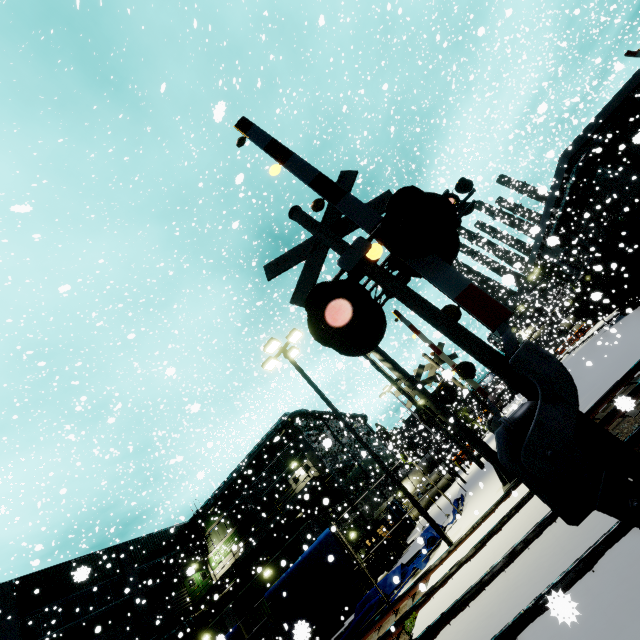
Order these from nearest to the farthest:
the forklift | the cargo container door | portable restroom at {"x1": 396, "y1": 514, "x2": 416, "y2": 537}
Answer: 1. the forklift
2. the cargo container door
3. portable restroom at {"x1": 396, "y1": 514, "x2": 416, "y2": 537}

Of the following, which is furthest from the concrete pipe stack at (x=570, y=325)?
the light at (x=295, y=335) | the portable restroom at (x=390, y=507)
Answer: the light at (x=295, y=335)

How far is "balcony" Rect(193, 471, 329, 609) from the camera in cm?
2681

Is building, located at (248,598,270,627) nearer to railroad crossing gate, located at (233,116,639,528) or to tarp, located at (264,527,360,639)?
tarp, located at (264,527,360,639)

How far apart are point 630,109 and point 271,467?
42.1 meters

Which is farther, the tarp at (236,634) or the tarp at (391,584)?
the tarp at (236,634)

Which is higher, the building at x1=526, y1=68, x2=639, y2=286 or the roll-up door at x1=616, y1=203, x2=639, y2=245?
the building at x1=526, y1=68, x2=639, y2=286

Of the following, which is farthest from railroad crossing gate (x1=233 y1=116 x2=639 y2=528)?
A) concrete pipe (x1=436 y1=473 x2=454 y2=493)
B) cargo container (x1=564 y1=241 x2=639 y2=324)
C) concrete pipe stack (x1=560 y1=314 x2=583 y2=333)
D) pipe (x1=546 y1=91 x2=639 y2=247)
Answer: pipe (x1=546 y1=91 x2=639 y2=247)
